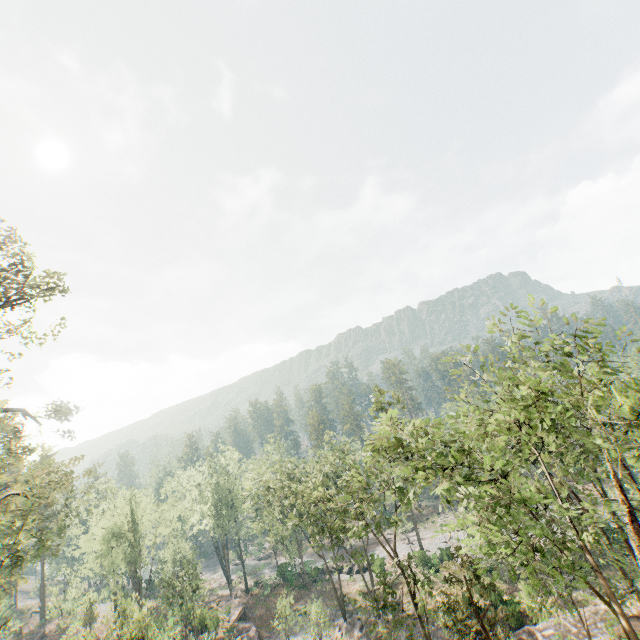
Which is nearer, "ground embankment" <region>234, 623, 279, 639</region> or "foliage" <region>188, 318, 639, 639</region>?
"foliage" <region>188, 318, 639, 639</region>

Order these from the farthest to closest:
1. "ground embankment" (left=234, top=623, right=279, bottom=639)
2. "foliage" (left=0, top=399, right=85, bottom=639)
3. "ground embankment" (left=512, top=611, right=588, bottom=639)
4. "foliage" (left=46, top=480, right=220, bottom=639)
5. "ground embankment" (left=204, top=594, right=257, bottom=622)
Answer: "ground embankment" (left=204, top=594, right=257, bottom=622)
"ground embankment" (left=234, top=623, right=279, bottom=639)
"ground embankment" (left=512, top=611, right=588, bottom=639)
"foliage" (left=46, top=480, right=220, bottom=639)
"foliage" (left=0, top=399, right=85, bottom=639)

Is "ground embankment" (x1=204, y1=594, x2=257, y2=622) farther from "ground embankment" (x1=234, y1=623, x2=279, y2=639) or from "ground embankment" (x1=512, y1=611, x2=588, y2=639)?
"ground embankment" (x1=512, y1=611, x2=588, y2=639)

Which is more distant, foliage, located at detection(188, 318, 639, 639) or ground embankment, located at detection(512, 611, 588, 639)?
ground embankment, located at detection(512, 611, 588, 639)

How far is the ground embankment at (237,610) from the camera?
42.3m

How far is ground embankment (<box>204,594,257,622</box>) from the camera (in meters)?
42.31

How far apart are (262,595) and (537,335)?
57.9 meters

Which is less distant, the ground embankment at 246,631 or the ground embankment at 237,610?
the ground embankment at 246,631
